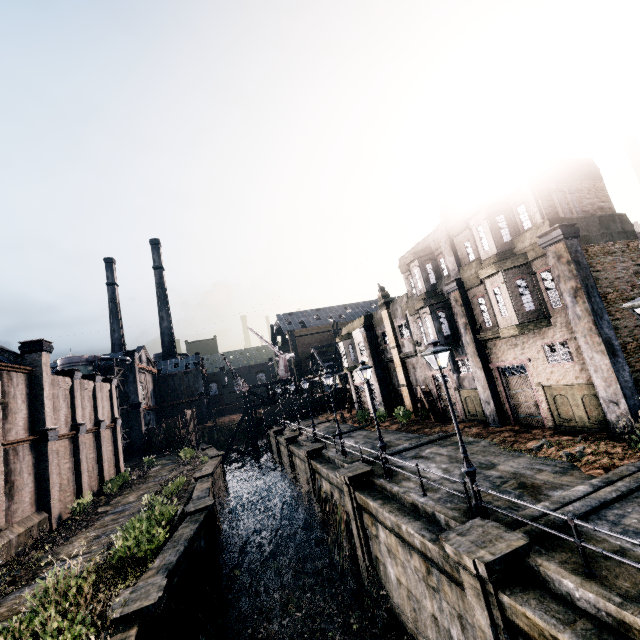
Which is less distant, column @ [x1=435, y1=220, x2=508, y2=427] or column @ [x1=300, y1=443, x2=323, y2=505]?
column @ [x1=435, y1=220, x2=508, y2=427]

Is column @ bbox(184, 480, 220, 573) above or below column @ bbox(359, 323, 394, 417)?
below

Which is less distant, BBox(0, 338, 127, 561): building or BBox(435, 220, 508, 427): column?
BBox(0, 338, 127, 561): building

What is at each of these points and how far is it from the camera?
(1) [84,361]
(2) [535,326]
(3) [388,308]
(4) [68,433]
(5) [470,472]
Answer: (1) silo, 49.0 meters
(2) building, 16.3 meters
(3) building, 30.8 meters
(4) building, 24.3 meters
(5) street light, 10.3 meters

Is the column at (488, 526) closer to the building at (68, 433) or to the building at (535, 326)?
the building at (535, 326)

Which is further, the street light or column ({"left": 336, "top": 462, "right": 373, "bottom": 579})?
column ({"left": 336, "top": 462, "right": 373, "bottom": 579})

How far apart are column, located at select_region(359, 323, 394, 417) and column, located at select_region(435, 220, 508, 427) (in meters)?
12.14

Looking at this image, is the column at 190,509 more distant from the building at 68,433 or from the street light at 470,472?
the street light at 470,472
